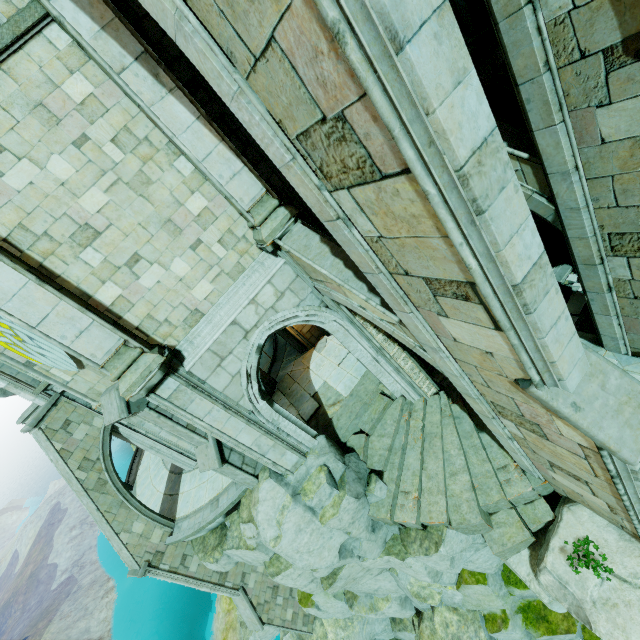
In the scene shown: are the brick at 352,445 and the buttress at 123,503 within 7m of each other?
no

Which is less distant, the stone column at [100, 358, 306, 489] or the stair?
the stone column at [100, 358, 306, 489]

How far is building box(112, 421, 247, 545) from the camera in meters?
12.3

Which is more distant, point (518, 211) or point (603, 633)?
point (603, 633)

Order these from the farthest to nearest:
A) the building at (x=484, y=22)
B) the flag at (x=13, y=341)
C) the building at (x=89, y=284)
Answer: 1. the building at (x=484, y=22)
2. the flag at (x=13, y=341)
3. the building at (x=89, y=284)

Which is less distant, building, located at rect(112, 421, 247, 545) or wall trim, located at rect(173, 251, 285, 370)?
wall trim, located at rect(173, 251, 285, 370)

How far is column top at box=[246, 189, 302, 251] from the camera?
6.8m
